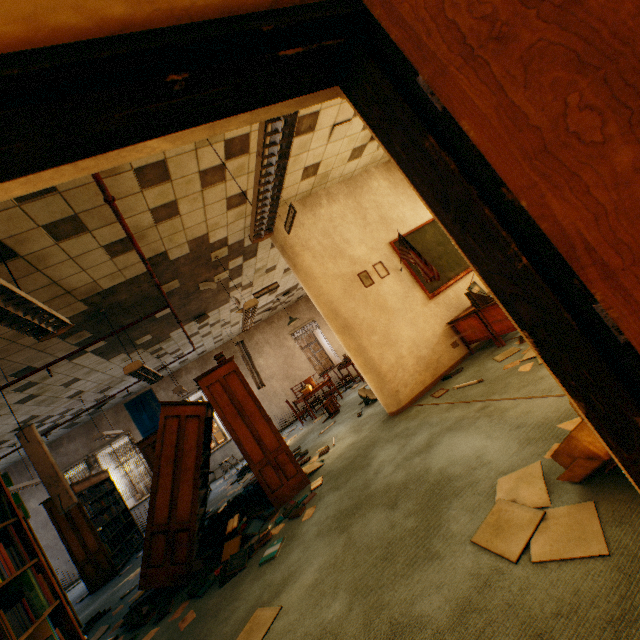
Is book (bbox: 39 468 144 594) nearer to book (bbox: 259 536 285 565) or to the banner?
the banner

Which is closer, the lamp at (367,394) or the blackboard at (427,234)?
the blackboard at (427,234)

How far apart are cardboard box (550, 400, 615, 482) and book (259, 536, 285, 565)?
2.8m

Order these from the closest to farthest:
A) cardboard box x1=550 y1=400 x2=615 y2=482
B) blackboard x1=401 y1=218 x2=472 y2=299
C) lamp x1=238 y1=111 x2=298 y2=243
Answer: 1. cardboard box x1=550 y1=400 x2=615 y2=482
2. lamp x1=238 y1=111 x2=298 y2=243
3. blackboard x1=401 y1=218 x2=472 y2=299

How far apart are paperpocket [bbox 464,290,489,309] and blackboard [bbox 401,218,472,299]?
0.7m

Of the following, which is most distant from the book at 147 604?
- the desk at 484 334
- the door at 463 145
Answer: the desk at 484 334

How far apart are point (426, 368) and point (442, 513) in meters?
3.3

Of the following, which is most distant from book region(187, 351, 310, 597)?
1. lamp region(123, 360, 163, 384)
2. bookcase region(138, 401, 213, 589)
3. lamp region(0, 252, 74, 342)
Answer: lamp region(0, 252, 74, 342)
